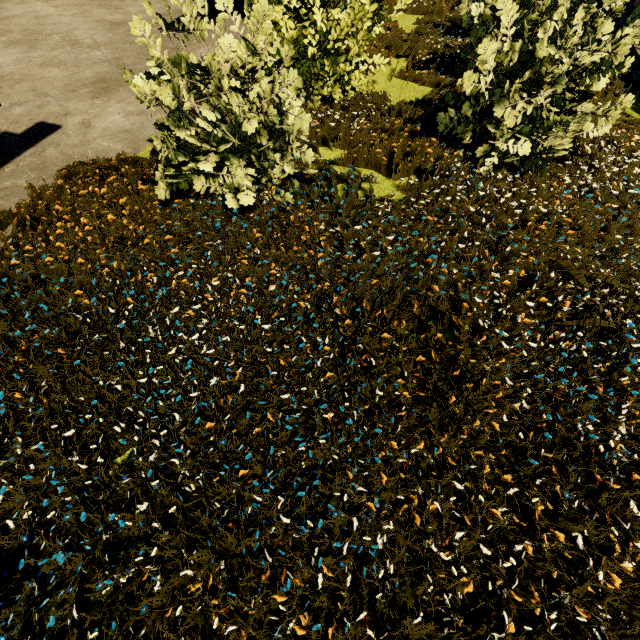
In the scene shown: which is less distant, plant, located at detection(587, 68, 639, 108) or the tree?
the tree

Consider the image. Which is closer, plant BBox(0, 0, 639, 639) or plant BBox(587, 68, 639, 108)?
plant BBox(0, 0, 639, 639)

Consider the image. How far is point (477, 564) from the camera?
1.1 meters

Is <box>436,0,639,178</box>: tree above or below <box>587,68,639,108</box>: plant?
above

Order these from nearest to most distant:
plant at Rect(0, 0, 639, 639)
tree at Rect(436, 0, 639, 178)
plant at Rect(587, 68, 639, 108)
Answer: plant at Rect(0, 0, 639, 639), tree at Rect(436, 0, 639, 178), plant at Rect(587, 68, 639, 108)

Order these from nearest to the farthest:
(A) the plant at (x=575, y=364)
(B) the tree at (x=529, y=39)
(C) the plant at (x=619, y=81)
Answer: (A) the plant at (x=575, y=364), (B) the tree at (x=529, y=39), (C) the plant at (x=619, y=81)

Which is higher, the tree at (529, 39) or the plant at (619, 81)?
the tree at (529, 39)
